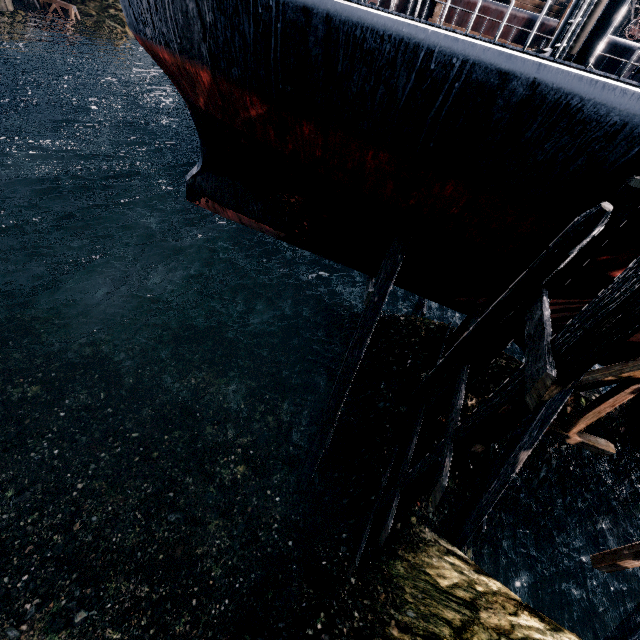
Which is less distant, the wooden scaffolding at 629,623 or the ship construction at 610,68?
the wooden scaffolding at 629,623

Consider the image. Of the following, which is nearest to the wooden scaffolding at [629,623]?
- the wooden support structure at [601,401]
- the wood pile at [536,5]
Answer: the wooden support structure at [601,401]

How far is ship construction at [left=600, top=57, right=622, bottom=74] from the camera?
22.7m

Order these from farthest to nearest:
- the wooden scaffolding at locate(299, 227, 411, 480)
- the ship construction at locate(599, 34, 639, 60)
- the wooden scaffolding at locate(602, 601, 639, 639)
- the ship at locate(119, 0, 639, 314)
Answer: the ship construction at locate(599, 34, 639, 60), the wooden scaffolding at locate(602, 601, 639, 639), the wooden scaffolding at locate(299, 227, 411, 480), the ship at locate(119, 0, 639, 314)

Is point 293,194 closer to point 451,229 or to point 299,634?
point 451,229

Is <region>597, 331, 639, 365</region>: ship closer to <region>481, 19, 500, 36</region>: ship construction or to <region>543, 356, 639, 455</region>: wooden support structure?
<region>543, 356, 639, 455</region>: wooden support structure

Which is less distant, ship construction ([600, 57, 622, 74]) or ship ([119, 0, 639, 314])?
ship ([119, 0, 639, 314])
